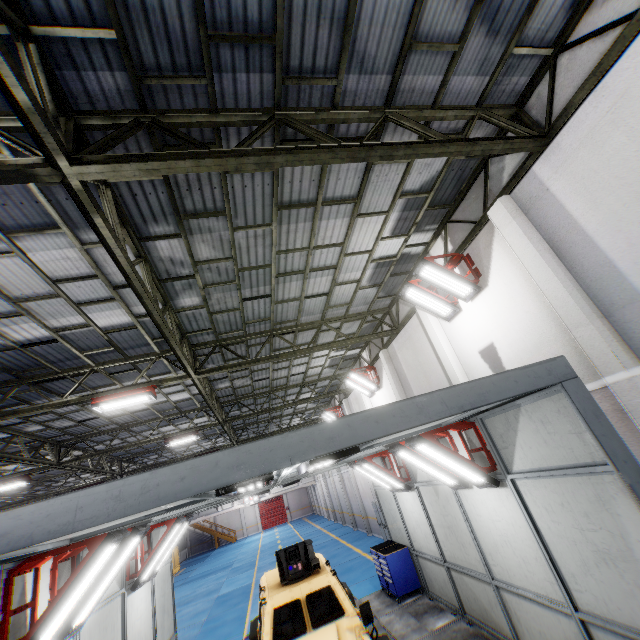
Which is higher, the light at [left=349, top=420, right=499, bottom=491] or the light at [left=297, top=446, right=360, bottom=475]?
the light at [left=297, top=446, right=360, bottom=475]

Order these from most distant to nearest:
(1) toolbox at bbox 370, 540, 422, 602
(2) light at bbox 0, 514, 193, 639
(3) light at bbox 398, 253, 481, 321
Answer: (1) toolbox at bbox 370, 540, 422, 602 < (3) light at bbox 398, 253, 481, 321 < (2) light at bbox 0, 514, 193, 639

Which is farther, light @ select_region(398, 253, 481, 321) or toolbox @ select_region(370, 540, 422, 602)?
toolbox @ select_region(370, 540, 422, 602)

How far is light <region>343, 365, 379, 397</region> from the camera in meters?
15.0

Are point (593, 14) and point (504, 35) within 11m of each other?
yes

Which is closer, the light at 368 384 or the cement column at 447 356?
the cement column at 447 356

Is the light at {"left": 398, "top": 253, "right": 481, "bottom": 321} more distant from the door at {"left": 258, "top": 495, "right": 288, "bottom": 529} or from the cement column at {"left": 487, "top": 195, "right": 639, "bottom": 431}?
the door at {"left": 258, "top": 495, "right": 288, "bottom": 529}

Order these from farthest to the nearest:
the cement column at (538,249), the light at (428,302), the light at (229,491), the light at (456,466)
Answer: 1. the light at (428,302)
2. the light at (456,466)
3. the cement column at (538,249)
4. the light at (229,491)
